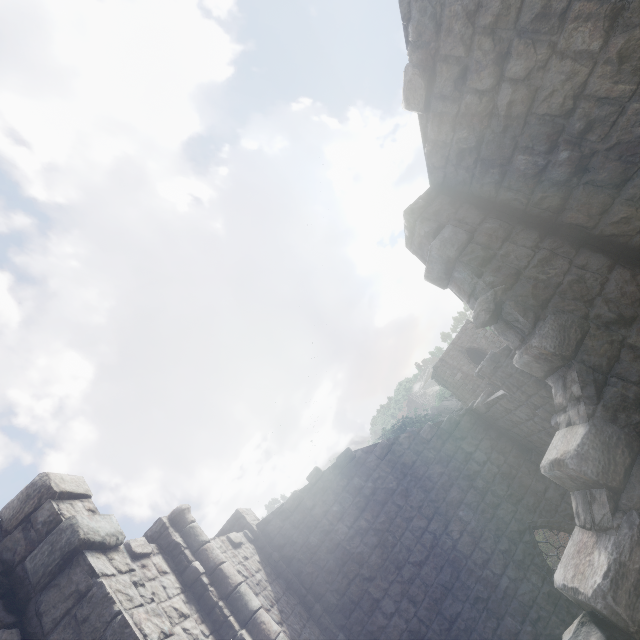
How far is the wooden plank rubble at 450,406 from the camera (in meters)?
54.81

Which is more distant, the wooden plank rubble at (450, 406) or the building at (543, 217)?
the wooden plank rubble at (450, 406)

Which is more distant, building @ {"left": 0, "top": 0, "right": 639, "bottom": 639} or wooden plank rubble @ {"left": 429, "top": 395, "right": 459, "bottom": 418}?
wooden plank rubble @ {"left": 429, "top": 395, "right": 459, "bottom": 418}

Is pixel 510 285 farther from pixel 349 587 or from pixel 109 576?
pixel 349 587

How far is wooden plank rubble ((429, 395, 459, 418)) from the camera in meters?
54.8
